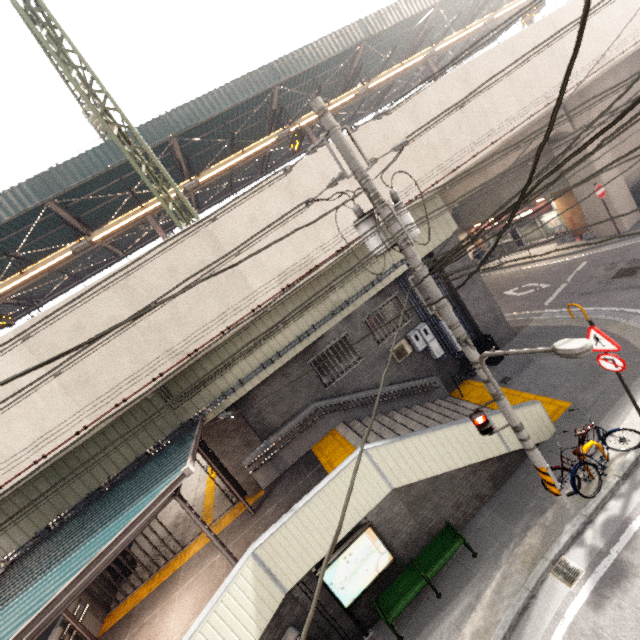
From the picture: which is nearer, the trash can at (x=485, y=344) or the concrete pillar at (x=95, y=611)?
the concrete pillar at (x=95, y=611)

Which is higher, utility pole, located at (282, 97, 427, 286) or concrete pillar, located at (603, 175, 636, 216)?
utility pole, located at (282, 97, 427, 286)

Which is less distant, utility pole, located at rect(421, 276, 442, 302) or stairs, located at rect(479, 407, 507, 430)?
utility pole, located at rect(421, 276, 442, 302)

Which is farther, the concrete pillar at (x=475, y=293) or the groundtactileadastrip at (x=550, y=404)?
the concrete pillar at (x=475, y=293)

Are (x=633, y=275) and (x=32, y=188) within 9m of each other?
no

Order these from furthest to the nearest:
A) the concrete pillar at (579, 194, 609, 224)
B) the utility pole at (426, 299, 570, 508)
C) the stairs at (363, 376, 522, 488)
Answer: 1. the concrete pillar at (579, 194, 609, 224)
2. the stairs at (363, 376, 522, 488)
3. the utility pole at (426, 299, 570, 508)

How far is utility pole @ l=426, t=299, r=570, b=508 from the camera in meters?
6.2

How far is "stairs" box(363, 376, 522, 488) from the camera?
7.31m
